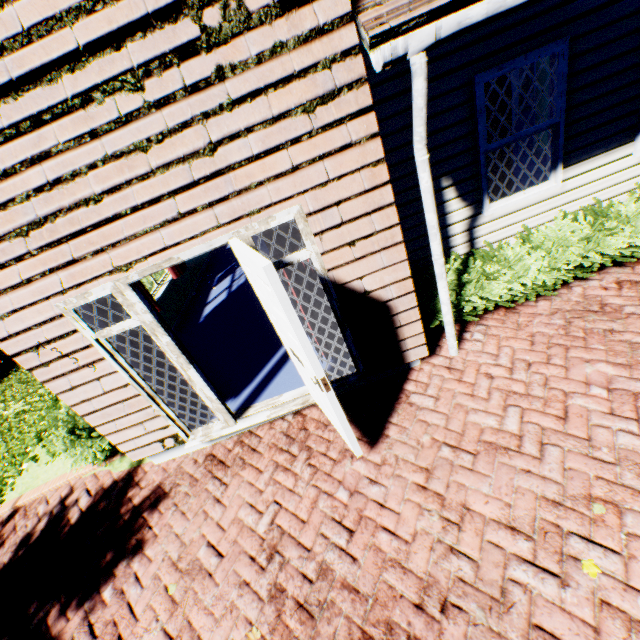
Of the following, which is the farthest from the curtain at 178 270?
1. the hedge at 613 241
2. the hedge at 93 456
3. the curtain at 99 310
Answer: the hedge at 613 241

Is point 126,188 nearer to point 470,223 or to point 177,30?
point 177,30

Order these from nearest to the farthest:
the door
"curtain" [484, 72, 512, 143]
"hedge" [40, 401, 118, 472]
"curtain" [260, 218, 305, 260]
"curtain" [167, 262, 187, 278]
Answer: the door
"curtain" [260, 218, 305, 260]
"curtain" [484, 72, 512, 143]
"hedge" [40, 401, 118, 472]
"curtain" [167, 262, 187, 278]

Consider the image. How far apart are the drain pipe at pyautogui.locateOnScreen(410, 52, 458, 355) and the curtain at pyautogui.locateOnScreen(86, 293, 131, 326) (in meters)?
3.09

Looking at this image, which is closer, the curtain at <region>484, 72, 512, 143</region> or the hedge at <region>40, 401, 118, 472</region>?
the curtain at <region>484, 72, 512, 143</region>

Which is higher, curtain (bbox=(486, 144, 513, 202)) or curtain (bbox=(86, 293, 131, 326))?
curtain (bbox=(86, 293, 131, 326))

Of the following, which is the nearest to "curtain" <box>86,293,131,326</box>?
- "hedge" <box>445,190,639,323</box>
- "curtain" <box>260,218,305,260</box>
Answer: "curtain" <box>260,218,305,260</box>

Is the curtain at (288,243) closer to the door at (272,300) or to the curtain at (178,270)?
the door at (272,300)
